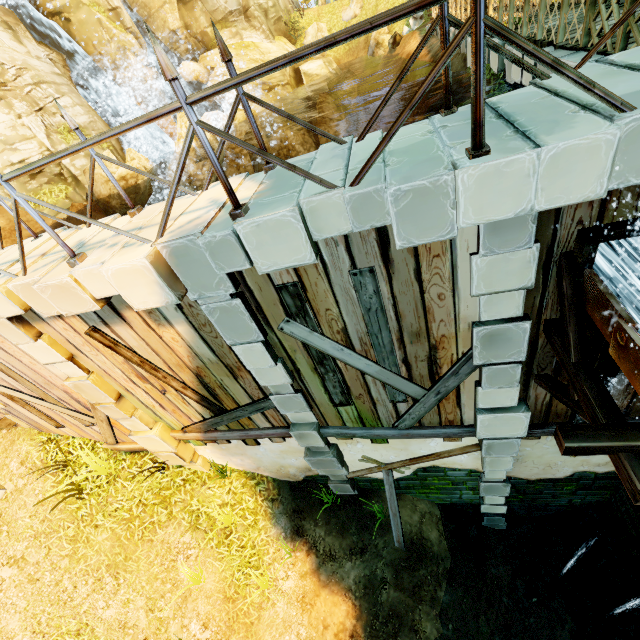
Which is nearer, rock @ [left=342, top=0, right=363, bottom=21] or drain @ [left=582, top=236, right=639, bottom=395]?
drain @ [left=582, top=236, right=639, bottom=395]

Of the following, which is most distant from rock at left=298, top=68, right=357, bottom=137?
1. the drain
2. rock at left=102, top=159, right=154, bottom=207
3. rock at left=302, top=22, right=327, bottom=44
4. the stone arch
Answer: the stone arch

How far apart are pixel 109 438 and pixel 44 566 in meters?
2.9

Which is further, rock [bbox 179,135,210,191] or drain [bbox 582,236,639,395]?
rock [bbox 179,135,210,191]

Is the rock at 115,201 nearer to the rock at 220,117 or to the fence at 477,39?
the rock at 220,117

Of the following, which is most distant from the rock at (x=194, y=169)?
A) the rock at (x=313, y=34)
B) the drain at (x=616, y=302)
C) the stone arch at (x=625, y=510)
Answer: the stone arch at (x=625, y=510)

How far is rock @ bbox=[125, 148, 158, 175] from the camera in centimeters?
1327cm

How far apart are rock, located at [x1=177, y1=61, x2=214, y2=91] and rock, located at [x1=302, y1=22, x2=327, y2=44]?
8.06m
